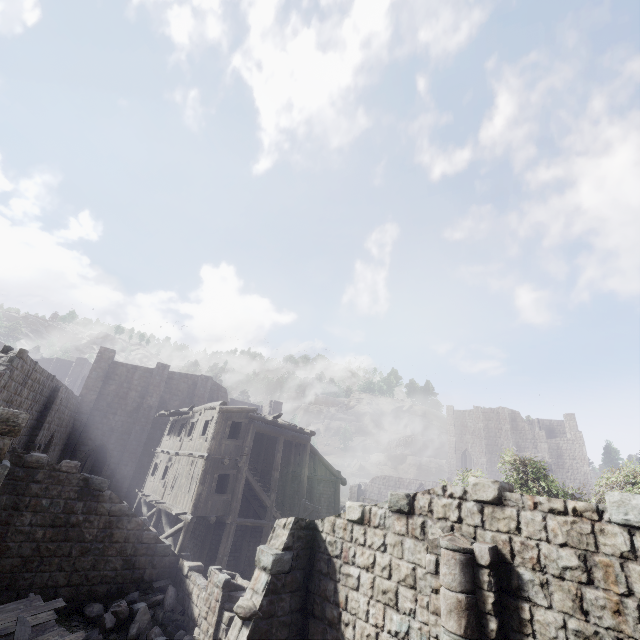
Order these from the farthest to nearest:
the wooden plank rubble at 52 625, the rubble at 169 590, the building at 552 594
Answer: the rubble at 169 590
the wooden plank rubble at 52 625
the building at 552 594

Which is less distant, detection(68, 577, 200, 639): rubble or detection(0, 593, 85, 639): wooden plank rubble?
detection(0, 593, 85, 639): wooden plank rubble

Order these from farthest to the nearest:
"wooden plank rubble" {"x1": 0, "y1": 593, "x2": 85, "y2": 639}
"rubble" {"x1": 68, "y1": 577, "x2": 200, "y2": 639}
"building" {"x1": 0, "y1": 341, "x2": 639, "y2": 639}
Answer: "rubble" {"x1": 68, "y1": 577, "x2": 200, "y2": 639}
"wooden plank rubble" {"x1": 0, "y1": 593, "x2": 85, "y2": 639}
"building" {"x1": 0, "y1": 341, "x2": 639, "y2": 639}

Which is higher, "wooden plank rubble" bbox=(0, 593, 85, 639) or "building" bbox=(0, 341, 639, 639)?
"building" bbox=(0, 341, 639, 639)

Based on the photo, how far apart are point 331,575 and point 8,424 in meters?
8.3

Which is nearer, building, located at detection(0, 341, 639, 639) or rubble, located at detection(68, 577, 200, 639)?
building, located at detection(0, 341, 639, 639)

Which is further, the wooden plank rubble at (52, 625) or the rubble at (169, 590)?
the rubble at (169, 590)

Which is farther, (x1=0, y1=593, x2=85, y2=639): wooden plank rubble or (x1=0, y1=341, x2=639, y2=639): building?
(x1=0, y1=593, x2=85, y2=639): wooden plank rubble
